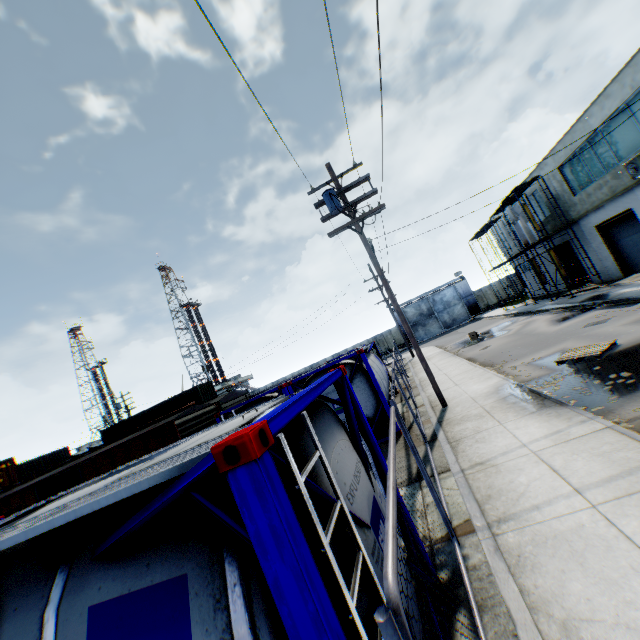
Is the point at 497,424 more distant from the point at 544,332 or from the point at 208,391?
the point at 208,391

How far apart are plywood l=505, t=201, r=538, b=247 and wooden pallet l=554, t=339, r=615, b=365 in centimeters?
1559cm

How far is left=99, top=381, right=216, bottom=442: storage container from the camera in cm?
3055

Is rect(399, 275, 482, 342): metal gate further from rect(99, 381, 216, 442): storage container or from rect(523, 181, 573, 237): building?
rect(99, 381, 216, 442): storage container

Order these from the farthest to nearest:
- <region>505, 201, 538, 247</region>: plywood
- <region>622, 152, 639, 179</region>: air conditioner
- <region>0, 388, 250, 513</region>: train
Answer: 1. <region>505, 201, 538, 247</region>: plywood
2. <region>622, 152, 639, 179</region>: air conditioner
3. <region>0, 388, 250, 513</region>: train

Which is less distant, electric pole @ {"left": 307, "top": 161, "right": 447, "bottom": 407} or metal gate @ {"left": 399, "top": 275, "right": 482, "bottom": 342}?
electric pole @ {"left": 307, "top": 161, "right": 447, "bottom": 407}

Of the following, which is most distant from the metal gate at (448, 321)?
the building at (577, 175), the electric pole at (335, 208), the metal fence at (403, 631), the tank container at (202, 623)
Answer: the tank container at (202, 623)

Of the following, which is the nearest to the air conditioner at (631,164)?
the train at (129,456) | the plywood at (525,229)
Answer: the plywood at (525,229)
